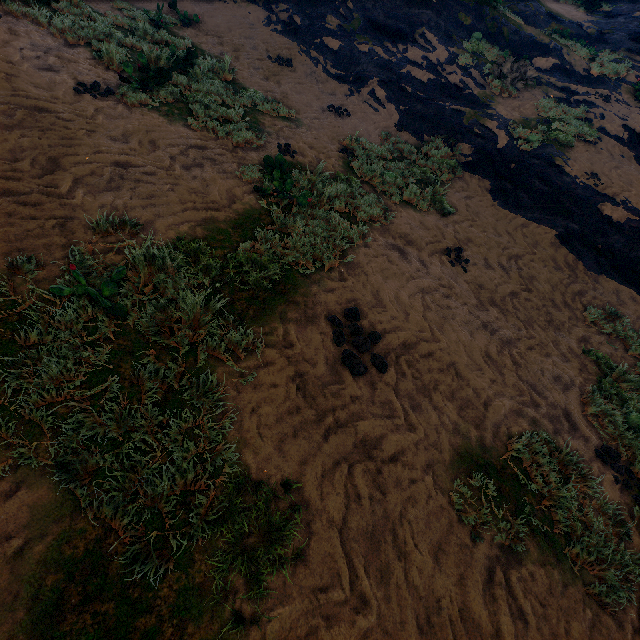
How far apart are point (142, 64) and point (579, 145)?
10.7m
